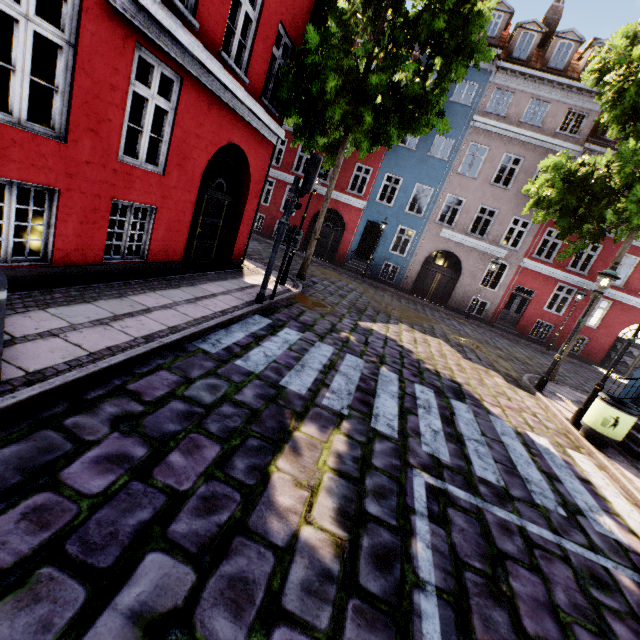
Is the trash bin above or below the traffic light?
below

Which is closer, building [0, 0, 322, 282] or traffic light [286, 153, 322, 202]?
building [0, 0, 322, 282]

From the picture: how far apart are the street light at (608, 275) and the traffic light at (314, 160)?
7.67m

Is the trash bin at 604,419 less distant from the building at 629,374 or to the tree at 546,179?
the building at 629,374

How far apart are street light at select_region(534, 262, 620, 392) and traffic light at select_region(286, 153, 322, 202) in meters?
7.7 m

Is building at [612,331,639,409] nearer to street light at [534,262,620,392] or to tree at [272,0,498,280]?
street light at [534,262,620,392]

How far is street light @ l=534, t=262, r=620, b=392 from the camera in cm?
821

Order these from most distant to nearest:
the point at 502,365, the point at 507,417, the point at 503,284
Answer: the point at 503,284, the point at 502,365, the point at 507,417
